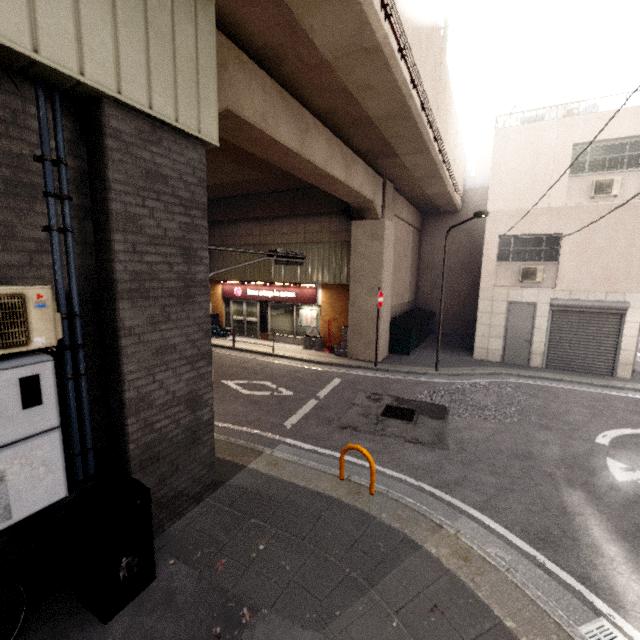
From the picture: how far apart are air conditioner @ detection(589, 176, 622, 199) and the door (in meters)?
3.94

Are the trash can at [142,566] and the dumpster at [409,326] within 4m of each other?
no

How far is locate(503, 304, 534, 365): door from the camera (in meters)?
12.41

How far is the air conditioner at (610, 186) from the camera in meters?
10.7

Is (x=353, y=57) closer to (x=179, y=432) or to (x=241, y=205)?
(x=179, y=432)

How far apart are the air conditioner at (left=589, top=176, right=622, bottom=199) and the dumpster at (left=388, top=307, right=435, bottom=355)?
7.4 meters

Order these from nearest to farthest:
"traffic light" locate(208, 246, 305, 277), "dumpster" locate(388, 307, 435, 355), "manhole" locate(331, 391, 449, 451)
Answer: "traffic light" locate(208, 246, 305, 277), "manhole" locate(331, 391, 449, 451), "dumpster" locate(388, 307, 435, 355)

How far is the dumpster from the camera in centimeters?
1363cm
